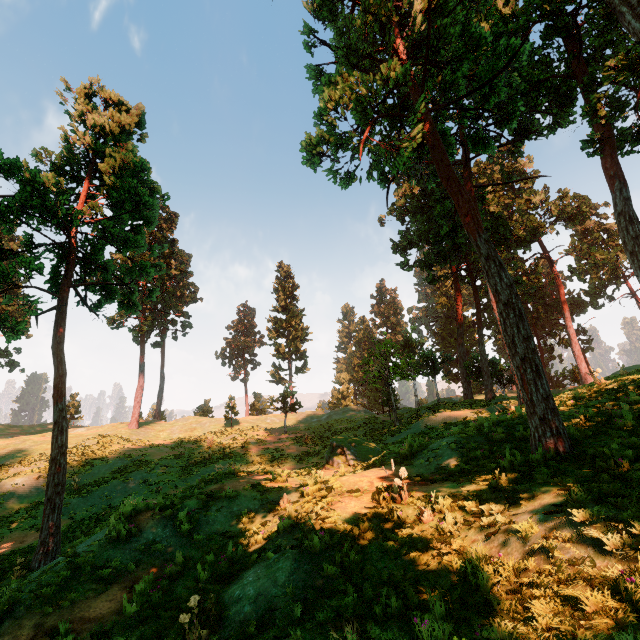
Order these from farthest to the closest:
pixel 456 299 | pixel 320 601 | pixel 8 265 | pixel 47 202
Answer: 1. pixel 456 299
2. pixel 47 202
3. pixel 8 265
4. pixel 320 601

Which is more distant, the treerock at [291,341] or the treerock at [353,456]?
the treerock at [291,341]

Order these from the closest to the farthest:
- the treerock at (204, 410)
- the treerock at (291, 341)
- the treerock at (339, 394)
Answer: the treerock at (291, 341)
the treerock at (204, 410)
the treerock at (339, 394)

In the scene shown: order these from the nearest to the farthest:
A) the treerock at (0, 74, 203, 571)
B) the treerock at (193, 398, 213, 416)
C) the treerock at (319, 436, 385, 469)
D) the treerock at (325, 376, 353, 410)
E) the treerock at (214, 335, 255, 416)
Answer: the treerock at (0, 74, 203, 571) → the treerock at (319, 436, 385, 469) → the treerock at (193, 398, 213, 416) → the treerock at (214, 335, 255, 416) → the treerock at (325, 376, 353, 410)

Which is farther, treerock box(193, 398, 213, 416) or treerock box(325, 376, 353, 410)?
treerock box(325, 376, 353, 410)

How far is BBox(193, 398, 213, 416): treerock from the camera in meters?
52.0 m
